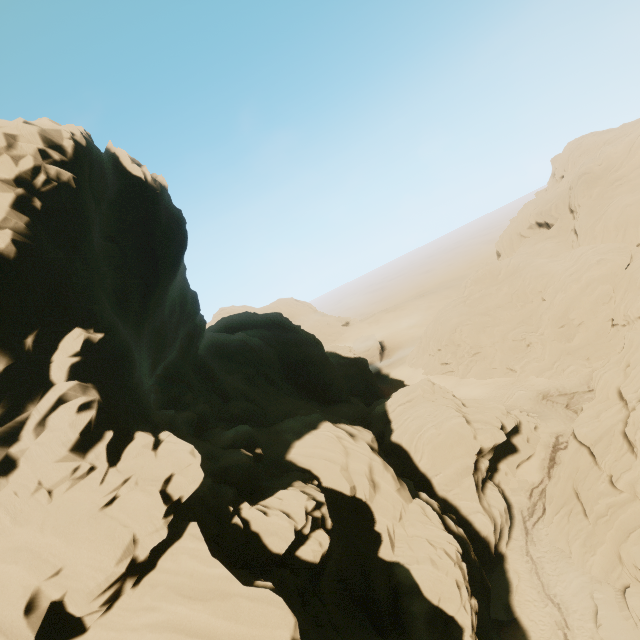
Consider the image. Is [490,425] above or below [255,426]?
below

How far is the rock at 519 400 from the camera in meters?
42.6 m

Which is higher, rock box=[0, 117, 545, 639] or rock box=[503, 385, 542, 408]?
rock box=[0, 117, 545, 639]

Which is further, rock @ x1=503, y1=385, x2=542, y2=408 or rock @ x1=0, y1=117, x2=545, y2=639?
rock @ x1=503, y1=385, x2=542, y2=408

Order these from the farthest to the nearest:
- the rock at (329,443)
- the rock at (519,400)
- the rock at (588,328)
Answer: the rock at (519,400) → the rock at (588,328) → the rock at (329,443)

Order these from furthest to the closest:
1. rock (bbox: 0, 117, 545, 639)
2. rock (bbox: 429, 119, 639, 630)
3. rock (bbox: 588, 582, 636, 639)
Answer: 1. rock (bbox: 429, 119, 639, 630)
2. rock (bbox: 588, 582, 636, 639)
3. rock (bbox: 0, 117, 545, 639)

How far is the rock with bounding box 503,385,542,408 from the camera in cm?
4262
